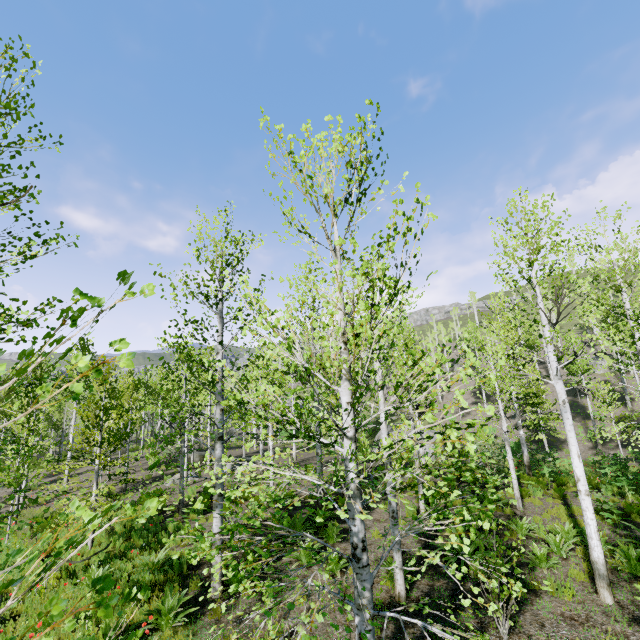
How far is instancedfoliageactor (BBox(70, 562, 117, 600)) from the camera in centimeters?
112cm

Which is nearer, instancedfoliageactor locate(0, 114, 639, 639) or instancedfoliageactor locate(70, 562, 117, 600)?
instancedfoliageactor locate(70, 562, 117, 600)

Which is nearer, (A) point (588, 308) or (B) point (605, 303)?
(B) point (605, 303)

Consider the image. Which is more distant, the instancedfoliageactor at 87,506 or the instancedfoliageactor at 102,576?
the instancedfoliageactor at 87,506

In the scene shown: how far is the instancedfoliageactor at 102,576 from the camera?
1.12m
